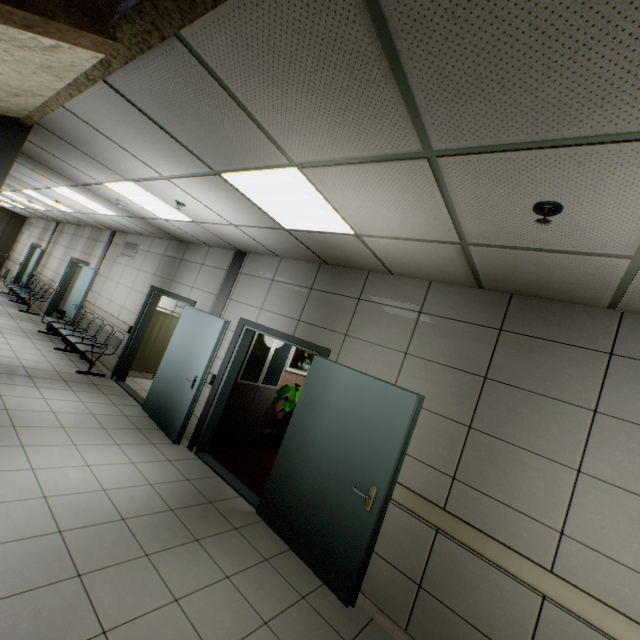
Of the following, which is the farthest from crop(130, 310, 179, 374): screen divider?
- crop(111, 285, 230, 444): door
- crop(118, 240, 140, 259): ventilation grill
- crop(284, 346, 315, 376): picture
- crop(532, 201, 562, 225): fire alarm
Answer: crop(532, 201, 562, 225): fire alarm

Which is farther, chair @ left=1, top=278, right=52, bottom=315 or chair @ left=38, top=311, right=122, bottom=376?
chair @ left=1, top=278, right=52, bottom=315

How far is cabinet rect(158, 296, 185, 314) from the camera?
10.14m

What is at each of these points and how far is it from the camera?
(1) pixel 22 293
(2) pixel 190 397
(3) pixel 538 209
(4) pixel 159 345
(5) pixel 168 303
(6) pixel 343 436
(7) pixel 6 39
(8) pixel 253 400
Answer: (1) chair, 10.52m
(2) door, 4.97m
(3) fire alarm, 1.81m
(4) screen divider, 7.97m
(5) cabinet, 10.30m
(6) door, 3.47m
(7) stairs, 1.60m
(8) cabinet, 5.87m

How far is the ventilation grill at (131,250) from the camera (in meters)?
8.12

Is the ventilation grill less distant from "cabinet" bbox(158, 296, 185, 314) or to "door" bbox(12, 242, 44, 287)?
"cabinet" bbox(158, 296, 185, 314)

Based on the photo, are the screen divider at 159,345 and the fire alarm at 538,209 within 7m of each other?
no

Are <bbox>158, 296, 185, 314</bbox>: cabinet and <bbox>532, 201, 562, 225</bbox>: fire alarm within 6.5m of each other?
no
